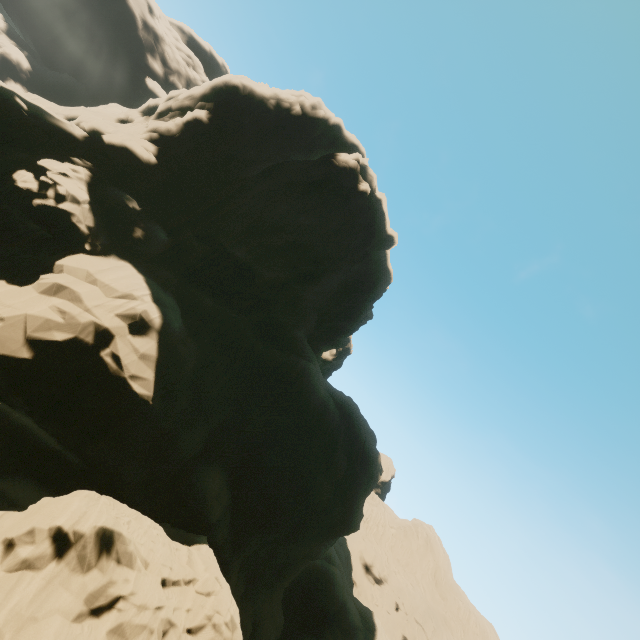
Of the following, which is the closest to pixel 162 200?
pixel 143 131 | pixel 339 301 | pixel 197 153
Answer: pixel 197 153
